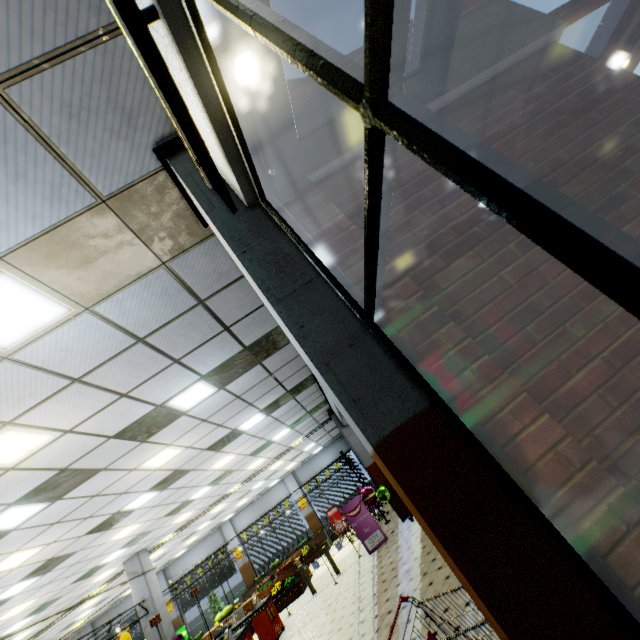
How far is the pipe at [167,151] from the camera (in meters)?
2.43

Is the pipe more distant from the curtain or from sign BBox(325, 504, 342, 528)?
sign BBox(325, 504, 342, 528)

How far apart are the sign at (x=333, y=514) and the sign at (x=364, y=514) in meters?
10.0 m

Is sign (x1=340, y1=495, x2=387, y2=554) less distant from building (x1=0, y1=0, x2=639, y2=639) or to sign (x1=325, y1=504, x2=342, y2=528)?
building (x1=0, y1=0, x2=639, y2=639)

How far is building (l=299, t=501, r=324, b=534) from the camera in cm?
2095

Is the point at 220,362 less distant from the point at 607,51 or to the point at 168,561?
the point at 607,51

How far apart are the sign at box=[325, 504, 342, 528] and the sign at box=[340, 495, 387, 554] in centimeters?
999cm

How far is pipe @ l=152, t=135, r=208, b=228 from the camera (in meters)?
2.43
